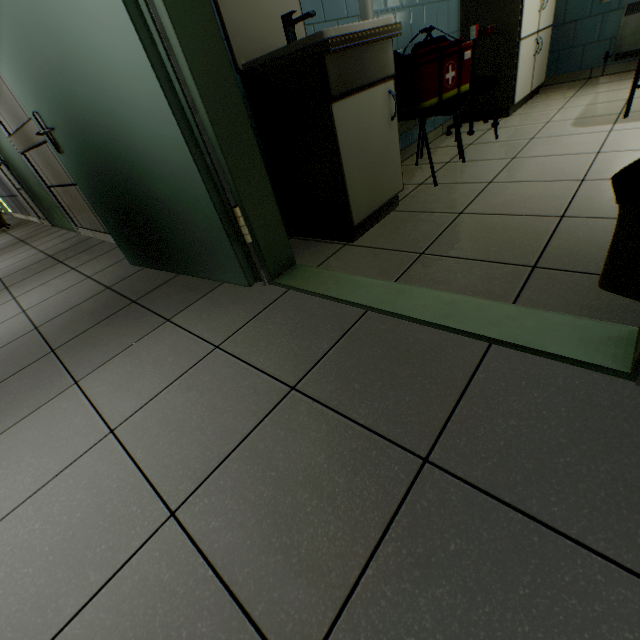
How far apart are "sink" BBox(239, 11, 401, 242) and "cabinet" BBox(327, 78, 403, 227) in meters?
0.0 m

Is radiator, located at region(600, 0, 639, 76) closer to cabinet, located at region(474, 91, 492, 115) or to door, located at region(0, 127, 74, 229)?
cabinet, located at region(474, 91, 492, 115)

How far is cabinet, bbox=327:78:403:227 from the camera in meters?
1.6

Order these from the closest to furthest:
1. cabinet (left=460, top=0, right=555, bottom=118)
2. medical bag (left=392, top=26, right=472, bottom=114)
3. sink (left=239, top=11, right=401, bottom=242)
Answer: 1. sink (left=239, top=11, right=401, bottom=242)
2. medical bag (left=392, top=26, right=472, bottom=114)
3. cabinet (left=460, top=0, right=555, bottom=118)

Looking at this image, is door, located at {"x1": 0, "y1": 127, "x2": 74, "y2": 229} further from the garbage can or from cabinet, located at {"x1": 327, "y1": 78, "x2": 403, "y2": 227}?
the garbage can

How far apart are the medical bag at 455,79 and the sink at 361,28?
0.3 meters

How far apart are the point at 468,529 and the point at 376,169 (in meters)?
1.80

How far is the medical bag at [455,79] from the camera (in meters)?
2.01
